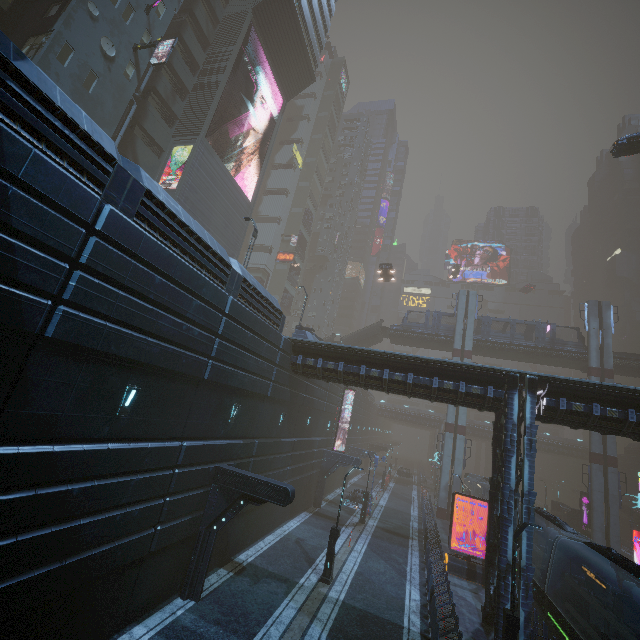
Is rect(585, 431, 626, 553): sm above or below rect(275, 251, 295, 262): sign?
below

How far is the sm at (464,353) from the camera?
39.5 meters

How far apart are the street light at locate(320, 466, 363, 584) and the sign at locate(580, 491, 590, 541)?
32.11m

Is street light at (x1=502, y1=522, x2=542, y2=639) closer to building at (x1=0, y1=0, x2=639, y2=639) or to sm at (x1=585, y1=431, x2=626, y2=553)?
building at (x1=0, y1=0, x2=639, y2=639)

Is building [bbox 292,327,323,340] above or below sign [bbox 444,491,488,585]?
above

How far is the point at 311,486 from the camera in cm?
2864

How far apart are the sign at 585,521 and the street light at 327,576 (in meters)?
32.11

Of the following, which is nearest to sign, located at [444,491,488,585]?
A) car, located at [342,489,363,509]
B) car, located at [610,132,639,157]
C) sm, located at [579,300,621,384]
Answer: car, located at [342,489,363,509]
